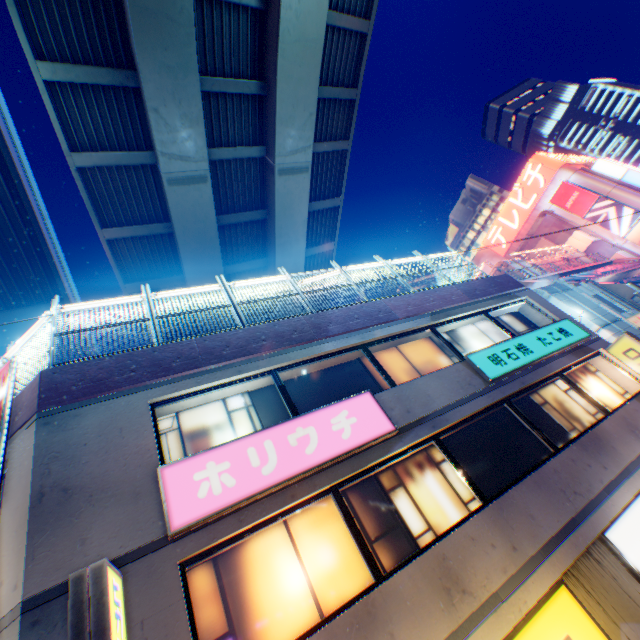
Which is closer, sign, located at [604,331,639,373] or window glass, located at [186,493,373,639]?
window glass, located at [186,493,373,639]

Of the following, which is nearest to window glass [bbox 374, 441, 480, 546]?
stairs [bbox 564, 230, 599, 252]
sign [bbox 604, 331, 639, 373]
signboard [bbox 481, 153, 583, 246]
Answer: sign [bbox 604, 331, 639, 373]

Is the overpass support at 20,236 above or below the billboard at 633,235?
above

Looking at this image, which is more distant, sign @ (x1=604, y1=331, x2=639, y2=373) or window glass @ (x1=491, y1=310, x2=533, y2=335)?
window glass @ (x1=491, y1=310, x2=533, y2=335)

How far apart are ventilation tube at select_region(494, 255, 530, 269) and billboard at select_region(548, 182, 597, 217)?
14.9 meters

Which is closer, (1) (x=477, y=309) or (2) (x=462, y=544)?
(2) (x=462, y=544)

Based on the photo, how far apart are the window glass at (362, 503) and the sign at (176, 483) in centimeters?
57cm

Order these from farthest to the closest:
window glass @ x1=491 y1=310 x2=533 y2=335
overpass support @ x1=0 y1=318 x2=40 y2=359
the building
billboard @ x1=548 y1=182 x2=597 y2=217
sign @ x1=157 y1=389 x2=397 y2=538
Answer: billboard @ x1=548 y1=182 x2=597 y2=217, overpass support @ x1=0 y1=318 x2=40 y2=359, window glass @ x1=491 y1=310 x2=533 y2=335, sign @ x1=157 y1=389 x2=397 y2=538, the building
